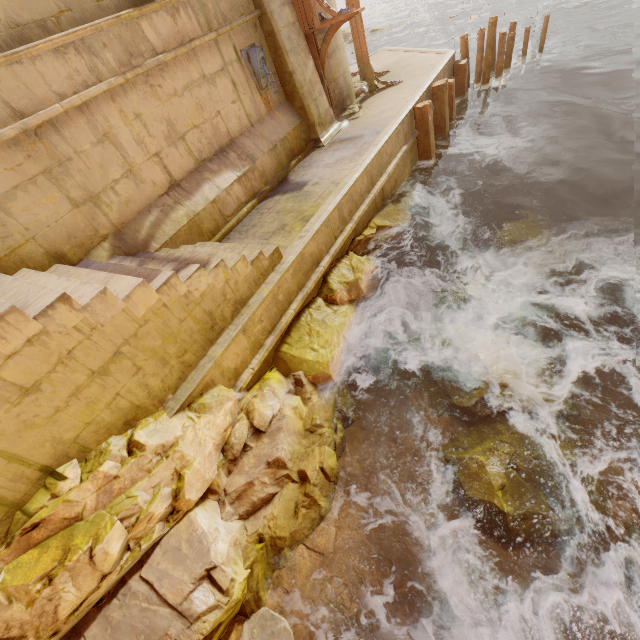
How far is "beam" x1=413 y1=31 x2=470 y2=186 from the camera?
9.30m

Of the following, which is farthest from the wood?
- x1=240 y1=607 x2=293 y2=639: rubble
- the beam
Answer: x1=240 y1=607 x2=293 y2=639: rubble

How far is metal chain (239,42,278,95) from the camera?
7.45m

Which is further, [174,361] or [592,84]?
[592,84]

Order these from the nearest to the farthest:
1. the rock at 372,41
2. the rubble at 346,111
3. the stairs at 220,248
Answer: the stairs at 220,248, the rubble at 346,111, the rock at 372,41

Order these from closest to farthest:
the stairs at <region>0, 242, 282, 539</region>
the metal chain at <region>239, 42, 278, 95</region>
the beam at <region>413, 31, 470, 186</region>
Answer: the stairs at <region>0, 242, 282, 539</region> < the metal chain at <region>239, 42, 278, 95</region> < the beam at <region>413, 31, 470, 186</region>

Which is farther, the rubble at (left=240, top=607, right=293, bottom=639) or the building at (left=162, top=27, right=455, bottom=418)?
the building at (left=162, top=27, right=455, bottom=418)

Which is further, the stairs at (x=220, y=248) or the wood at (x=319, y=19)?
the wood at (x=319, y=19)
